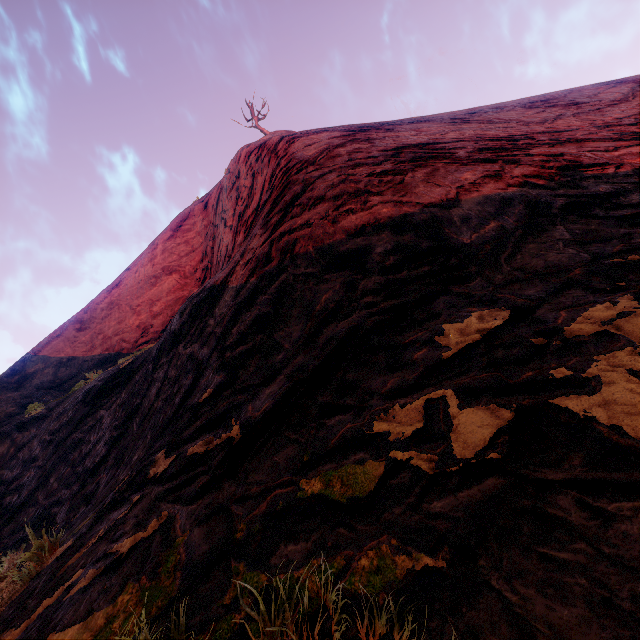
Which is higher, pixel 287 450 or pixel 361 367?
pixel 361 367
